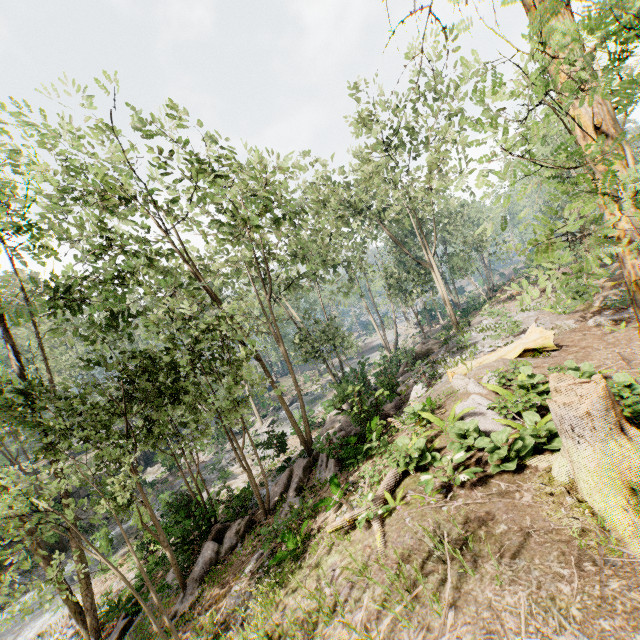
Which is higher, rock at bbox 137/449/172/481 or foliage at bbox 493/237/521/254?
foliage at bbox 493/237/521/254

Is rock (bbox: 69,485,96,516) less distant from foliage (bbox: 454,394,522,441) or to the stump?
foliage (bbox: 454,394,522,441)

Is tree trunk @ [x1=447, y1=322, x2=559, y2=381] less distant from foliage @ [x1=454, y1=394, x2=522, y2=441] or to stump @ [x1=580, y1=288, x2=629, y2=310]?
foliage @ [x1=454, y1=394, x2=522, y2=441]

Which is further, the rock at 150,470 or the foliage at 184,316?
the rock at 150,470

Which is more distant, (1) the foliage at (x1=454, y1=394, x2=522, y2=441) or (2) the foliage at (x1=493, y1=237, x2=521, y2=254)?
(1) the foliage at (x1=454, y1=394, x2=522, y2=441)

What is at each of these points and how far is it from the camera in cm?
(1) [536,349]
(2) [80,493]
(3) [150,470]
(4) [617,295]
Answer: (1) tree trunk, 1248
(2) rock, 3072
(3) rock, 3641
(4) stump, 1545

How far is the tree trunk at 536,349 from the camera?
12.3 meters
